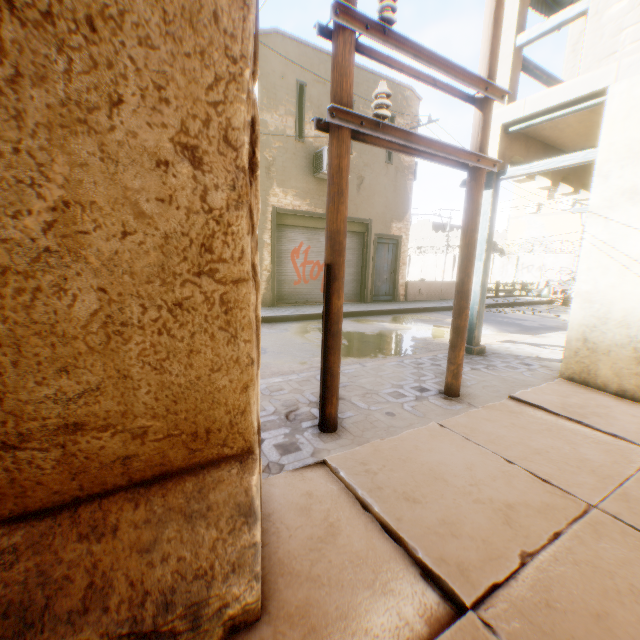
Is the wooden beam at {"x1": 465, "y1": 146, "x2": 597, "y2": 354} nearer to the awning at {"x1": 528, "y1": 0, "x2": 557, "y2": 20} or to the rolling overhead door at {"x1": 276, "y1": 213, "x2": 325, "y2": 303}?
the rolling overhead door at {"x1": 276, "y1": 213, "x2": 325, "y2": 303}

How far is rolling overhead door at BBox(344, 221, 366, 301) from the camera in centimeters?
1286cm

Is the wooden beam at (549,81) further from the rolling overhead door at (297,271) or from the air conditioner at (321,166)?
the air conditioner at (321,166)

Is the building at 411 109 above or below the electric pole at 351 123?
above

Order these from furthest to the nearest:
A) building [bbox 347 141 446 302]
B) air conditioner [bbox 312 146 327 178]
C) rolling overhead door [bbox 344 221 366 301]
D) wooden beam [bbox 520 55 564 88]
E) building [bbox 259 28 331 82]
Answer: rolling overhead door [bbox 344 221 366 301] → building [bbox 347 141 446 302] → air conditioner [bbox 312 146 327 178] → building [bbox 259 28 331 82] → wooden beam [bbox 520 55 564 88]

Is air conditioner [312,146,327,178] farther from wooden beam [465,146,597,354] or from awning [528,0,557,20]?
wooden beam [465,146,597,354]

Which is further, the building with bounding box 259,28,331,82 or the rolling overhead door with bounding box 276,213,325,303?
the rolling overhead door with bounding box 276,213,325,303

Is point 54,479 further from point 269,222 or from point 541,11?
point 541,11
